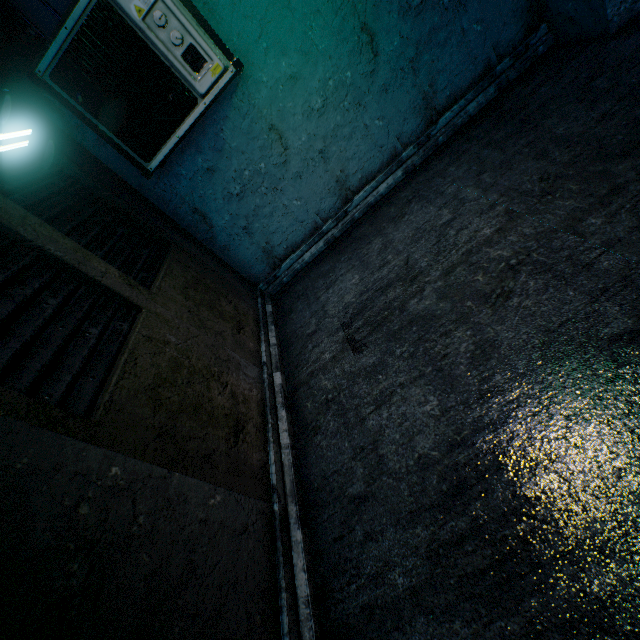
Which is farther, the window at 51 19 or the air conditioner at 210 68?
the window at 51 19

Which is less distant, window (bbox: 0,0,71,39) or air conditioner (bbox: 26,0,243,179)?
air conditioner (bbox: 26,0,243,179)

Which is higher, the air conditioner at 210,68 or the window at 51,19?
the window at 51,19

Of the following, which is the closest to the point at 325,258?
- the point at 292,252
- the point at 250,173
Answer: the point at 292,252

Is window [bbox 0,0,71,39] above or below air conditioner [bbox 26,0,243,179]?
above
